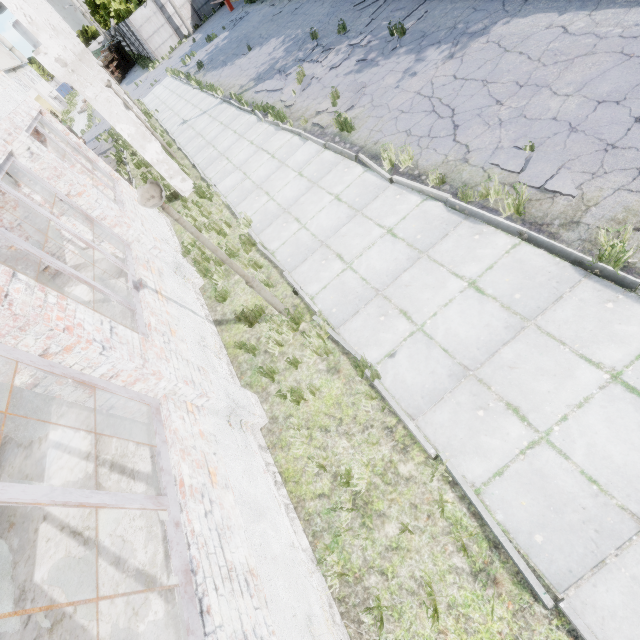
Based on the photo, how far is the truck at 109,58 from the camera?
38.91m

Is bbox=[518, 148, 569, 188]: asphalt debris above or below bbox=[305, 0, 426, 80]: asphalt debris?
below

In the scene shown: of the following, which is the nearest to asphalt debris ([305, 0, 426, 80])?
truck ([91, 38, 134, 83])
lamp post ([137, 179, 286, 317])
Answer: lamp post ([137, 179, 286, 317])

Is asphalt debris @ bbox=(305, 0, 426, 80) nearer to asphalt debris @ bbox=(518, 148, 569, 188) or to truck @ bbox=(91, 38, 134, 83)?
asphalt debris @ bbox=(518, 148, 569, 188)

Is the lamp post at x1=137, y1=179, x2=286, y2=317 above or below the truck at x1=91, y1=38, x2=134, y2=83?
above

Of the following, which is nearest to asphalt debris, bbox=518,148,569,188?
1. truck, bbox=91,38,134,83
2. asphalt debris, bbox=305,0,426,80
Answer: asphalt debris, bbox=305,0,426,80

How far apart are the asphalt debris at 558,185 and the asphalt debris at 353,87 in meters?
5.1

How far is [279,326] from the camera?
5.8m
